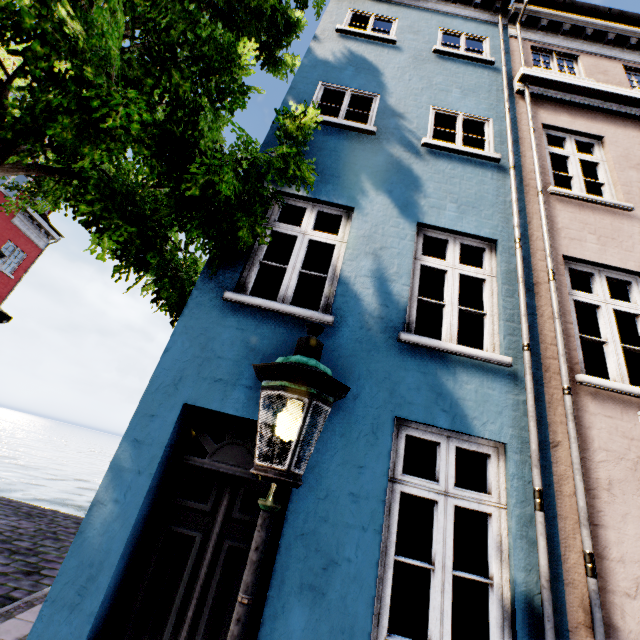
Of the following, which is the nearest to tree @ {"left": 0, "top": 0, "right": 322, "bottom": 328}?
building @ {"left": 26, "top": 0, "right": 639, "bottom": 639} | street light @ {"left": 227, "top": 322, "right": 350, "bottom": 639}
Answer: building @ {"left": 26, "top": 0, "right": 639, "bottom": 639}

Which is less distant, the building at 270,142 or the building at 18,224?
the building at 270,142

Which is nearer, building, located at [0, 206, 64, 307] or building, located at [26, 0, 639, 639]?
building, located at [26, 0, 639, 639]

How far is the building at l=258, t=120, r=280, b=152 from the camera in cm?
477

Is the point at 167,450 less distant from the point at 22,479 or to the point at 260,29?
the point at 260,29

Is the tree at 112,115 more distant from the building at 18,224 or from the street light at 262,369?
the street light at 262,369
